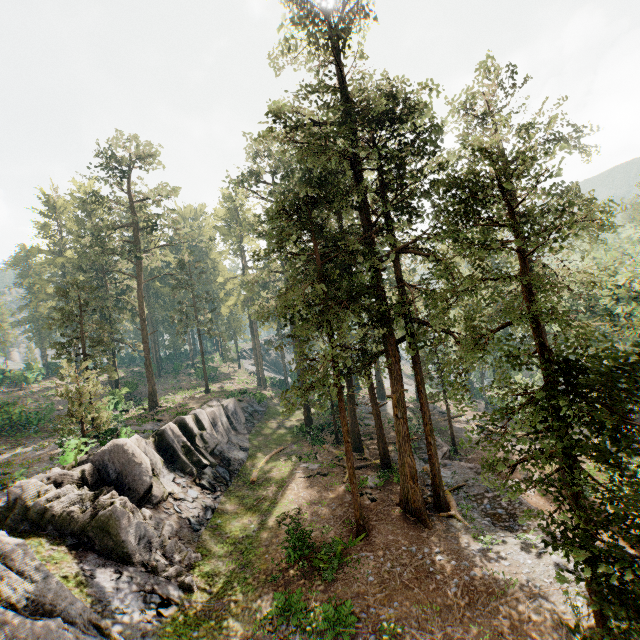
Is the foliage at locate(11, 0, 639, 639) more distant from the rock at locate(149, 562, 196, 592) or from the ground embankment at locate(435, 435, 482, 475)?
the rock at locate(149, 562, 196, 592)

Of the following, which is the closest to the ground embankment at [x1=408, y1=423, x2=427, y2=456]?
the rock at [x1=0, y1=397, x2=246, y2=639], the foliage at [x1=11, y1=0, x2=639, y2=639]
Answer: the foliage at [x1=11, y1=0, x2=639, y2=639]

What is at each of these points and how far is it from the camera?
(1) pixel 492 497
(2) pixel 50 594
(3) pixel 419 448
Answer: (1) ground embankment, 19.7m
(2) rock, 10.3m
(3) ground embankment, 28.4m

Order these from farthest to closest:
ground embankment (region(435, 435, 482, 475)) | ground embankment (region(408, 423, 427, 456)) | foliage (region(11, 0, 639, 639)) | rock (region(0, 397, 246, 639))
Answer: ground embankment (region(408, 423, 427, 456)) < ground embankment (region(435, 435, 482, 475)) < rock (region(0, 397, 246, 639)) < foliage (region(11, 0, 639, 639))

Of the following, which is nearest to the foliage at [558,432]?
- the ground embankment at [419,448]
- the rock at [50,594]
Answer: the ground embankment at [419,448]

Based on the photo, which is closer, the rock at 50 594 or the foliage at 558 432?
the foliage at 558 432

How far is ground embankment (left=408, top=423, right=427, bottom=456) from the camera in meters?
27.7 m
